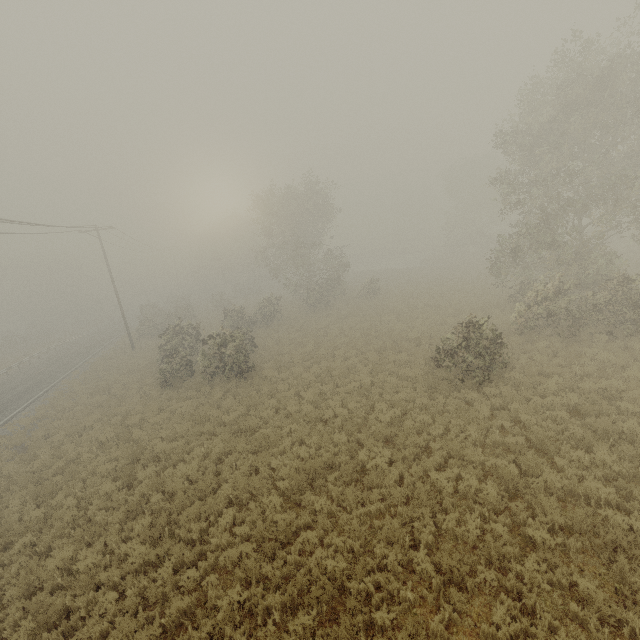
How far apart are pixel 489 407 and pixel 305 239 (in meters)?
30.38
